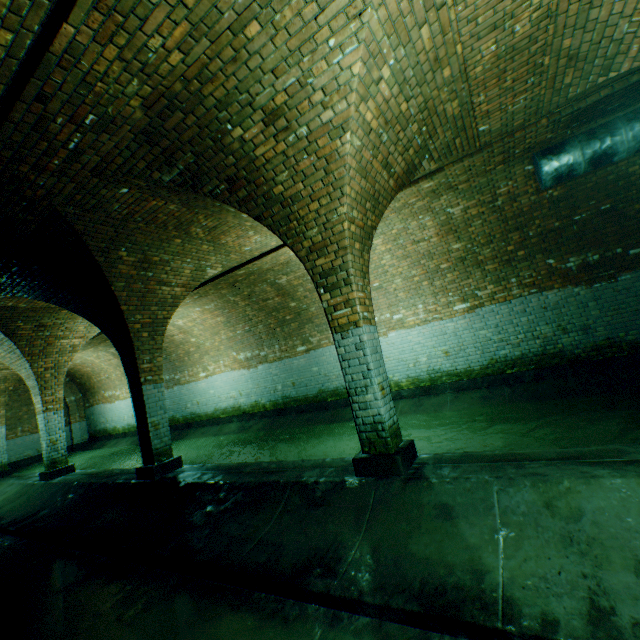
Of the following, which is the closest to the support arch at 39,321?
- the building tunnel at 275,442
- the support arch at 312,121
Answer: the building tunnel at 275,442

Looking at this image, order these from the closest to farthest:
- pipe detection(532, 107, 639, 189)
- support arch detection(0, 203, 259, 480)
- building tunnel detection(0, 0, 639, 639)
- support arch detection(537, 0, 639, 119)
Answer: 1. building tunnel detection(0, 0, 639, 639)
2. support arch detection(537, 0, 639, 119)
3. pipe detection(532, 107, 639, 189)
4. support arch detection(0, 203, 259, 480)

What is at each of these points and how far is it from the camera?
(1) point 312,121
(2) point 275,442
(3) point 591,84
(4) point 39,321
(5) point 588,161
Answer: (1) support arch, 3.3m
(2) building tunnel, 9.2m
(3) support arch, 4.2m
(4) support arch, 8.4m
(5) pipe, 4.8m

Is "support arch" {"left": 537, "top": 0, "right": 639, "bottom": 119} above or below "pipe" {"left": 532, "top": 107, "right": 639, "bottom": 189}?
above

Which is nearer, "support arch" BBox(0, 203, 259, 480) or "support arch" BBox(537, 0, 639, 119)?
"support arch" BBox(537, 0, 639, 119)

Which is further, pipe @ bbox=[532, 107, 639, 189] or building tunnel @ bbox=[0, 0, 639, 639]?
pipe @ bbox=[532, 107, 639, 189]

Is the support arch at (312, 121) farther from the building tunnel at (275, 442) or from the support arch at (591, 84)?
the support arch at (591, 84)

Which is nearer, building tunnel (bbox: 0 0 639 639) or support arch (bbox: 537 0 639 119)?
building tunnel (bbox: 0 0 639 639)
